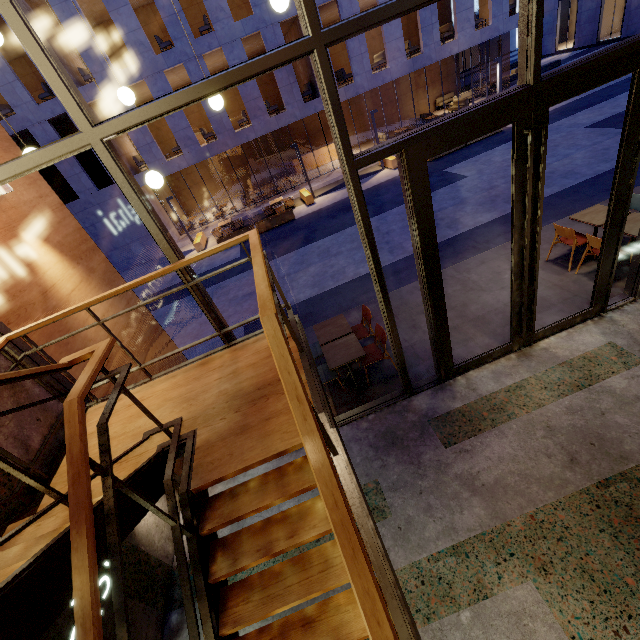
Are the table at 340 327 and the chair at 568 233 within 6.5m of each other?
yes

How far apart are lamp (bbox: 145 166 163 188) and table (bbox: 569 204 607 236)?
7.2m

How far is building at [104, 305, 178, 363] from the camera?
5.4 meters

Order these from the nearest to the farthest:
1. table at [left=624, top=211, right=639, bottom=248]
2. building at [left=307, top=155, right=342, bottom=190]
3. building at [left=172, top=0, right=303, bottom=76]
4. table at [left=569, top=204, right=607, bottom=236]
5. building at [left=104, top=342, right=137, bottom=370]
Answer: building at [left=104, top=342, right=137, bottom=370]
table at [left=624, top=211, right=639, bottom=248]
table at [left=569, top=204, right=607, bottom=236]
building at [left=172, top=0, right=303, bottom=76]
building at [left=307, top=155, right=342, bottom=190]

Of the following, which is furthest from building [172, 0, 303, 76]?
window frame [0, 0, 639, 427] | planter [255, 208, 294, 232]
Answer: window frame [0, 0, 639, 427]

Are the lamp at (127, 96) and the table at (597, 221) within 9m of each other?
yes

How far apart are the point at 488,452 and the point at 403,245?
7.31m

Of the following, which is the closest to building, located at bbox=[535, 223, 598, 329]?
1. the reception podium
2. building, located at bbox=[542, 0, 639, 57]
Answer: the reception podium
